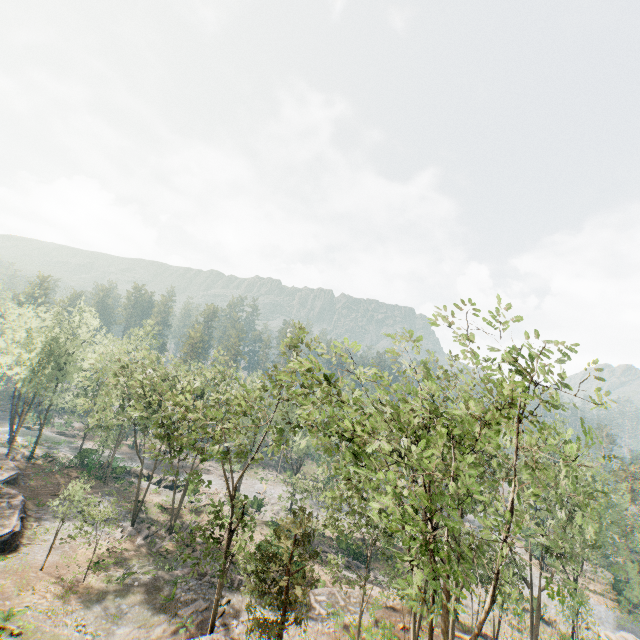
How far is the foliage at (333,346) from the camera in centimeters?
1273cm

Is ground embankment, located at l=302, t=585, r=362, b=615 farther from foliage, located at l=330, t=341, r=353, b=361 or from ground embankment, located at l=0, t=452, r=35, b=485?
ground embankment, located at l=0, t=452, r=35, b=485

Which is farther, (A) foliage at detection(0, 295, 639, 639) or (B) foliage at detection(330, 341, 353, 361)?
(B) foliage at detection(330, 341, 353, 361)

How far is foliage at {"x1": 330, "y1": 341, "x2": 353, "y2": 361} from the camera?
12.73m

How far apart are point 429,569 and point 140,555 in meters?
33.5

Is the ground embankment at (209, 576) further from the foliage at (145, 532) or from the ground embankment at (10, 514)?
the foliage at (145, 532)

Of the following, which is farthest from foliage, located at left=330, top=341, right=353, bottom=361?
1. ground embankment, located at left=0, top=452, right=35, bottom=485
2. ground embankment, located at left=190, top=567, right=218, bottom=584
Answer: ground embankment, located at left=190, top=567, right=218, bottom=584

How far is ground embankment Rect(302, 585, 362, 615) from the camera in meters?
26.2
